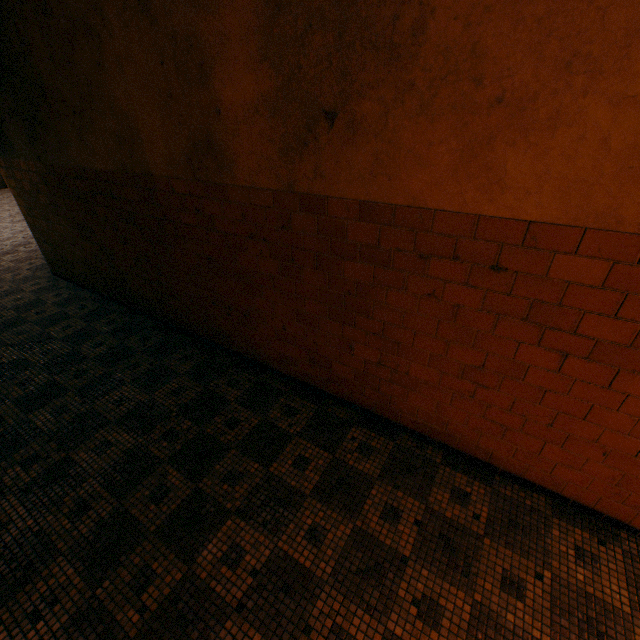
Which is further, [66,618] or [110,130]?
[110,130]
